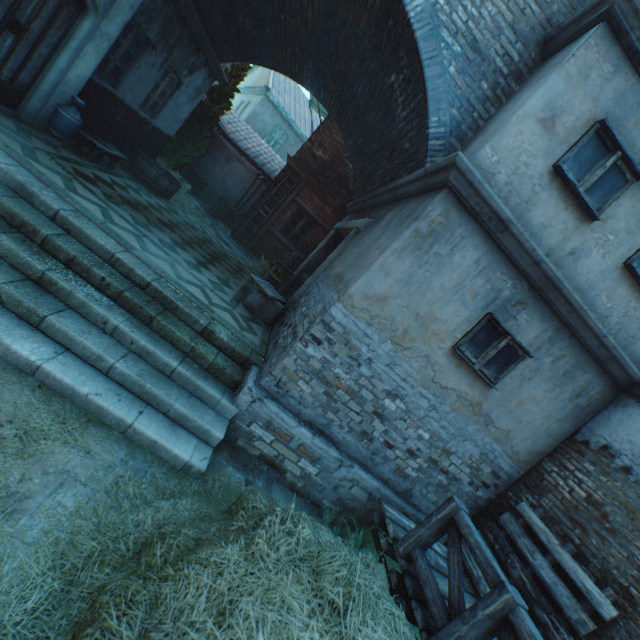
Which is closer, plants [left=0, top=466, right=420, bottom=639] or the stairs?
plants [left=0, top=466, right=420, bottom=639]

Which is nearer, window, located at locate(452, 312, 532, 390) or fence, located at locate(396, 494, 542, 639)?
fence, located at locate(396, 494, 542, 639)

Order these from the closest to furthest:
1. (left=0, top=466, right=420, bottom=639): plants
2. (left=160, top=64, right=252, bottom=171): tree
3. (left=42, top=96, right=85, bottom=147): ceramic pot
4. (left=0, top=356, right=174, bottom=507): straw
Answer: (left=0, top=466, right=420, bottom=639): plants
(left=0, top=356, right=174, bottom=507): straw
(left=42, top=96, right=85, bottom=147): ceramic pot
(left=160, top=64, right=252, bottom=171): tree

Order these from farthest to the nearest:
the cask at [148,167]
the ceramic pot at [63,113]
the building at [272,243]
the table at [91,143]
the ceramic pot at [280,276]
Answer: the building at [272,243] → the ceramic pot at [280,276] → the cask at [148,167] → the table at [91,143] → the ceramic pot at [63,113]

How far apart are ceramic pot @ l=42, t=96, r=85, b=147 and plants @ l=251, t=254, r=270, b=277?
5.9m

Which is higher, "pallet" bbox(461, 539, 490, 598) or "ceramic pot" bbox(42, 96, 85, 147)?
"ceramic pot" bbox(42, 96, 85, 147)

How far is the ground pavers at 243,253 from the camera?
11.39m

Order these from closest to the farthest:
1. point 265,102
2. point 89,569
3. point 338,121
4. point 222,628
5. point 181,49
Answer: point 222,628
point 89,569
point 181,49
point 338,121
point 265,102
